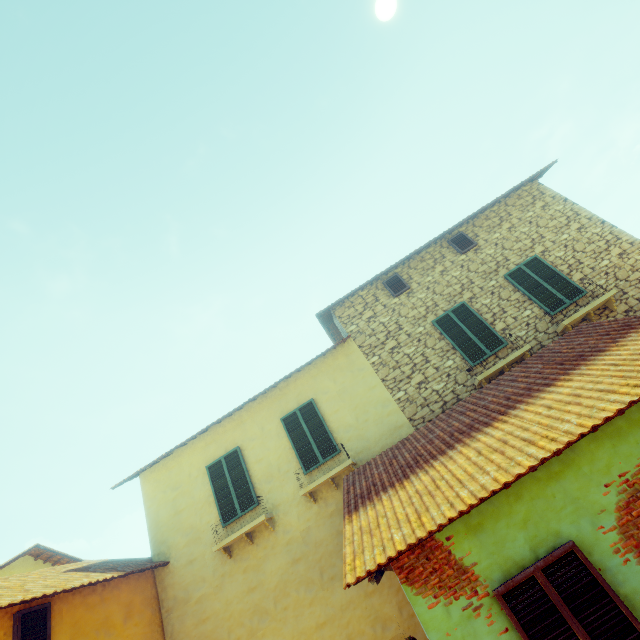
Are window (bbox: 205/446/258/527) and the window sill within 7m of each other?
no

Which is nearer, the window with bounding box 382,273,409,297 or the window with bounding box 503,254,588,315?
the window with bounding box 503,254,588,315

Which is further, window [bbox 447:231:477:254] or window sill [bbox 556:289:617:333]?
window [bbox 447:231:477:254]

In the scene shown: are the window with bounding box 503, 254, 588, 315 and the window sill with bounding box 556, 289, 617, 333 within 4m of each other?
yes

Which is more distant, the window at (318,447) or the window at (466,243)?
the window at (466,243)

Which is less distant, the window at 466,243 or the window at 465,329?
the window at 465,329

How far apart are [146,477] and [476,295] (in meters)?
11.20

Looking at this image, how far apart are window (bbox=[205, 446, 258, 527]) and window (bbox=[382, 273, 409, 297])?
6.4 meters
